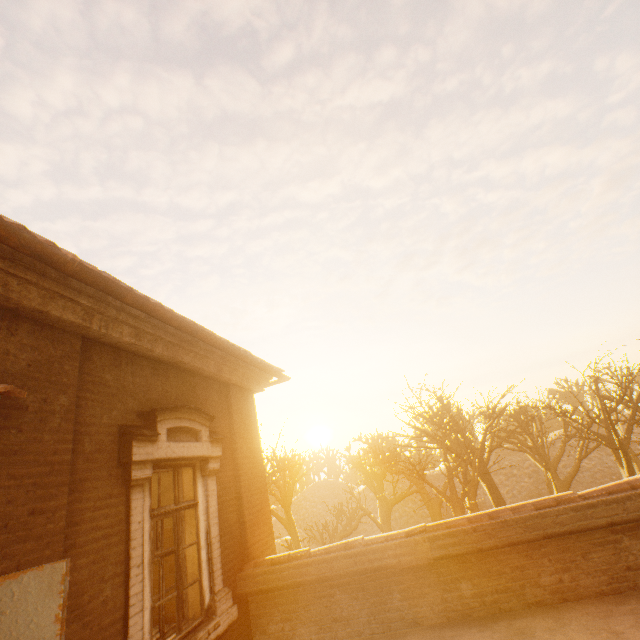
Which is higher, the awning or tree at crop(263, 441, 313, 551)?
the awning

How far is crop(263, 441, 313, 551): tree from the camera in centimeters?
1705cm

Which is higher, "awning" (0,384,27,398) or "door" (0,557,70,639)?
"awning" (0,384,27,398)

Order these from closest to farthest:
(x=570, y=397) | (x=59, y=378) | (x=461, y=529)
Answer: (x=59, y=378) < (x=461, y=529) < (x=570, y=397)

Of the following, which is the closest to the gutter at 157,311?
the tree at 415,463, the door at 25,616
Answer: the door at 25,616

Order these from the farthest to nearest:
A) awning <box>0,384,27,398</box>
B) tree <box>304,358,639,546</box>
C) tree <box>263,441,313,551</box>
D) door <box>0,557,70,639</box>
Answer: tree <box>263,441,313,551</box> < tree <box>304,358,639,546</box> < awning <box>0,384,27,398</box> < door <box>0,557,70,639</box>

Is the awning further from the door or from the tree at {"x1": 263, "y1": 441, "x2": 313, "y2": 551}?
the tree at {"x1": 263, "y1": 441, "x2": 313, "y2": 551}

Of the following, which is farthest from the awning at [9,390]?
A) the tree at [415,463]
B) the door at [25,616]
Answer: the tree at [415,463]
